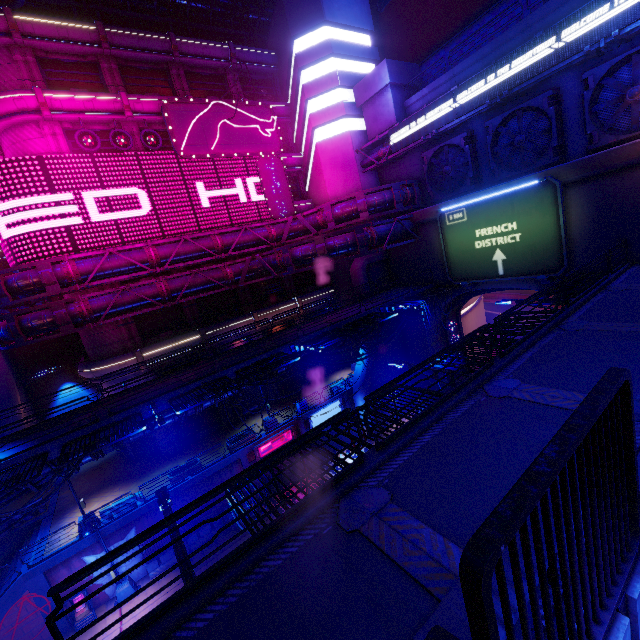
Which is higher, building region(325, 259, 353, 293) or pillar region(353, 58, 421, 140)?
pillar region(353, 58, 421, 140)

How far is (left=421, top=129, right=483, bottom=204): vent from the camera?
23.5 meters

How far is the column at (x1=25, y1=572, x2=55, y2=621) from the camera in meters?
17.7 m

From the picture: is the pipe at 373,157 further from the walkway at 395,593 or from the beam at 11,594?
the beam at 11,594

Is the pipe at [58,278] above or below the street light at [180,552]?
above

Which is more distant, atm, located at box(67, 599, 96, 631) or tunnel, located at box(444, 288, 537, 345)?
tunnel, located at box(444, 288, 537, 345)

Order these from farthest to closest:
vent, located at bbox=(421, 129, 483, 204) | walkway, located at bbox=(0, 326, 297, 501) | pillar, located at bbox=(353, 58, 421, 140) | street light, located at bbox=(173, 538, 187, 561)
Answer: pillar, located at bbox=(353, 58, 421, 140), vent, located at bbox=(421, 129, 483, 204), walkway, located at bbox=(0, 326, 297, 501), street light, located at bbox=(173, 538, 187, 561)

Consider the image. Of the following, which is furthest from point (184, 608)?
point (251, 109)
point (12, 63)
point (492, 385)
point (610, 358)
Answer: point (251, 109)
